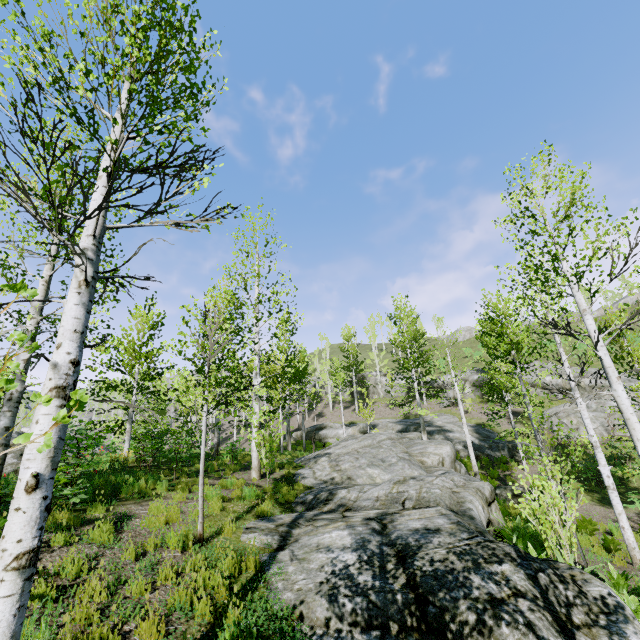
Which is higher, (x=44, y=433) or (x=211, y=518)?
(x=44, y=433)

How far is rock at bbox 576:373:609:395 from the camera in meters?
25.2

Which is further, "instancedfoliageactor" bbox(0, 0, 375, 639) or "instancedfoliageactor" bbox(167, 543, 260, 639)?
"instancedfoliageactor" bbox(167, 543, 260, 639)

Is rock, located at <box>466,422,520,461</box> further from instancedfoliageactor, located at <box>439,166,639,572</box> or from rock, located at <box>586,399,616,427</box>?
rock, located at <box>586,399,616,427</box>

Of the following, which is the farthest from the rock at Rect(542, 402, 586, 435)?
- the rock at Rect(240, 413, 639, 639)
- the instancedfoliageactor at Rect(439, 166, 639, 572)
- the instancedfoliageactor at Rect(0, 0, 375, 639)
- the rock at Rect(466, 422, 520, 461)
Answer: the instancedfoliageactor at Rect(0, 0, 375, 639)

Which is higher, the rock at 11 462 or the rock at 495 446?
the rock at 11 462

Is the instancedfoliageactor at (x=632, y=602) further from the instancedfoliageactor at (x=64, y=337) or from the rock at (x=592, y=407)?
the rock at (x=592, y=407)

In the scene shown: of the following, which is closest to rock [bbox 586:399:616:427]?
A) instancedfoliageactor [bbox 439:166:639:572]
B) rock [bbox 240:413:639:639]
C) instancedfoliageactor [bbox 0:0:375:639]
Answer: instancedfoliageactor [bbox 439:166:639:572]
